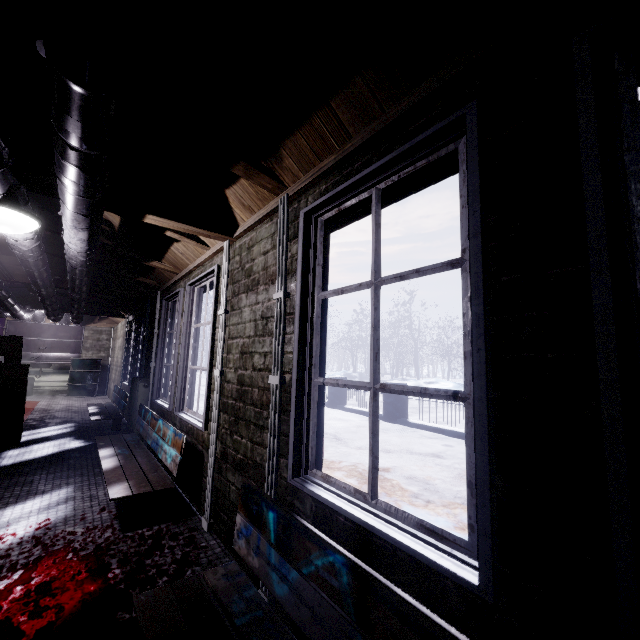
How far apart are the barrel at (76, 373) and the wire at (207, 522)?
8.5m

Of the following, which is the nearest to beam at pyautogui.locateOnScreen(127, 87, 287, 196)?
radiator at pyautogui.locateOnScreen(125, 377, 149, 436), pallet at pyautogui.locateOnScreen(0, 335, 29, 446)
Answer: pallet at pyautogui.locateOnScreen(0, 335, 29, 446)

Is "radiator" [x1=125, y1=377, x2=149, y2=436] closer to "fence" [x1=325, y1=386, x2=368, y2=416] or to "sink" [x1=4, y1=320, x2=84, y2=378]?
"fence" [x1=325, y1=386, x2=368, y2=416]

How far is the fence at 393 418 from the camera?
6.2m

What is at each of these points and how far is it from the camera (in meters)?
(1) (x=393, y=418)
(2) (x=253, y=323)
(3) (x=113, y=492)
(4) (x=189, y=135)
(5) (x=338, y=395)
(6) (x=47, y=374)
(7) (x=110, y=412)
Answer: (1) fence, 7.30
(2) window, 1.98
(3) bench, 2.13
(4) beam, 1.47
(5) fence, 9.41
(6) radiator, 8.93
(7) bench, 5.16

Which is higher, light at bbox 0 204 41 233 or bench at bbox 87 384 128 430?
light at bbox 0 204 41 233

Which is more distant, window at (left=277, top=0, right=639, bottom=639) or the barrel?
the barrel

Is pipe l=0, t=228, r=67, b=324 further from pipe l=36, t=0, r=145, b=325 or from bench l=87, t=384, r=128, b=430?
bench l=87, t=384, r=128, b=430
